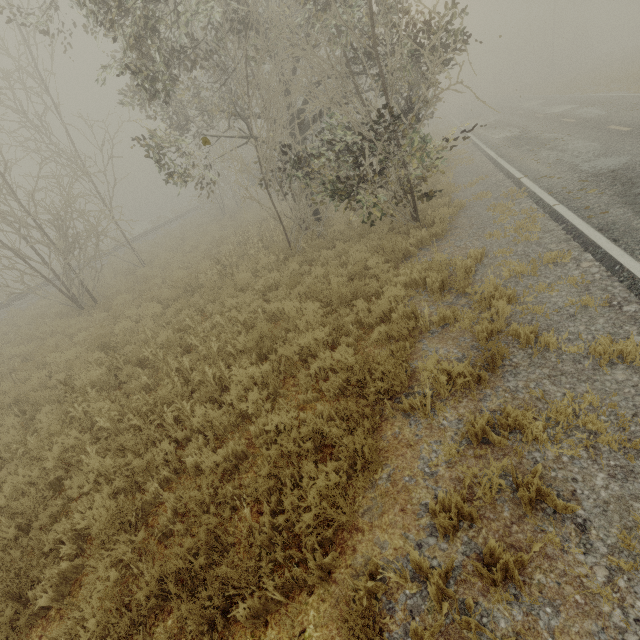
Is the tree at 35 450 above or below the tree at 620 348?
above

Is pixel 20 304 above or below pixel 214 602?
above

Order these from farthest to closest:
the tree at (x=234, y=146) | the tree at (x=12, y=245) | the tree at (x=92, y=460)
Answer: the tree at (x=12, y=245)
the tree at (x=234, y=146)
the tree at (x=92, y=460)

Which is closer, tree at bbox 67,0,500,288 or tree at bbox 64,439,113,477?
tree at bbox 64,439,113,477

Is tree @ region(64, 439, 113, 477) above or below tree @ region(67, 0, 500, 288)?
below

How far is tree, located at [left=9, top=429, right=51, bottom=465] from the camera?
5.2 meters

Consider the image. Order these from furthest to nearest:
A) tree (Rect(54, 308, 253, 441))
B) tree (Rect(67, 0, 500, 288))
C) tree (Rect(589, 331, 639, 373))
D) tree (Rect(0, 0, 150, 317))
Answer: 1. tree (Rect(0, 0, 150, 317))
2. tree (Rect(67, 0, 500, 288))
3. tree (Rect(54, 308, 253, 441))
4. tree (Rect(589, 331, 639, 373))
